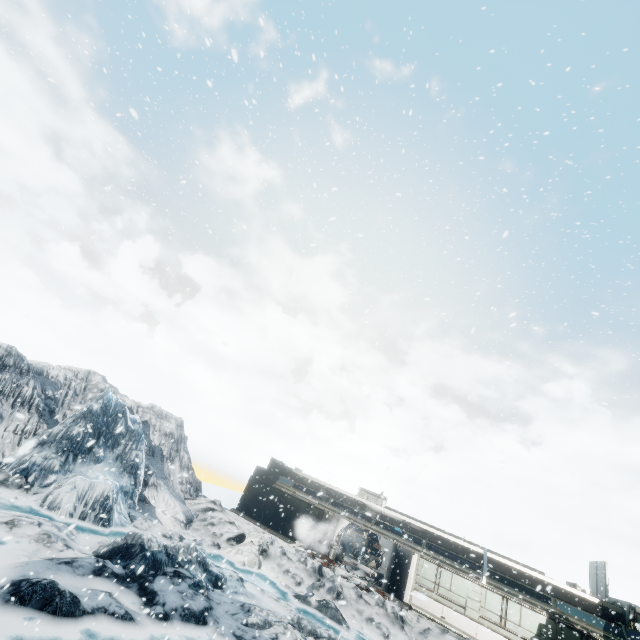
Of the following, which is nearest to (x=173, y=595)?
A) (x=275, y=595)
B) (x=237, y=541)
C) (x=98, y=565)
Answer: (x=98, y=565)
